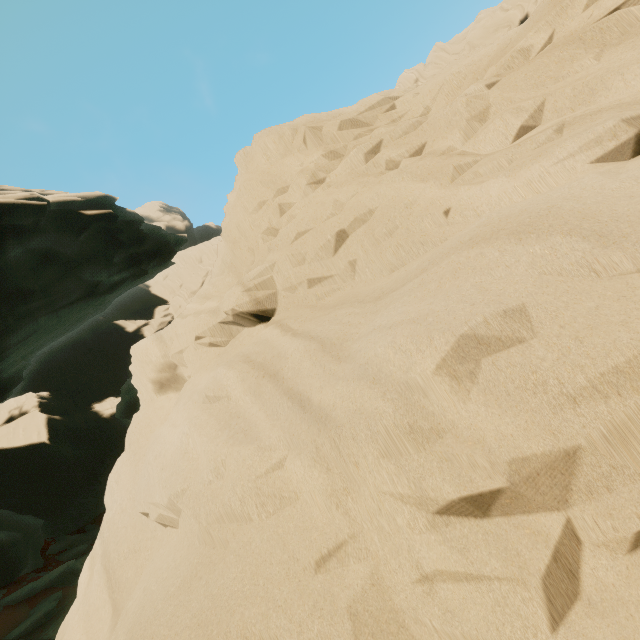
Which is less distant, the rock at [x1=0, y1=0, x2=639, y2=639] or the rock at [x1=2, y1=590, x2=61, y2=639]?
the rock at [x1=0, y1=0, x2=639, y2=639]

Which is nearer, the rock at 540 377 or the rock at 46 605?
the rock at 540 377

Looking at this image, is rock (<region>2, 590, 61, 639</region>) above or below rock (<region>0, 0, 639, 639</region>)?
below

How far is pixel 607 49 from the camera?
2.8m

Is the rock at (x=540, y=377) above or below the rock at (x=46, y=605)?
above
